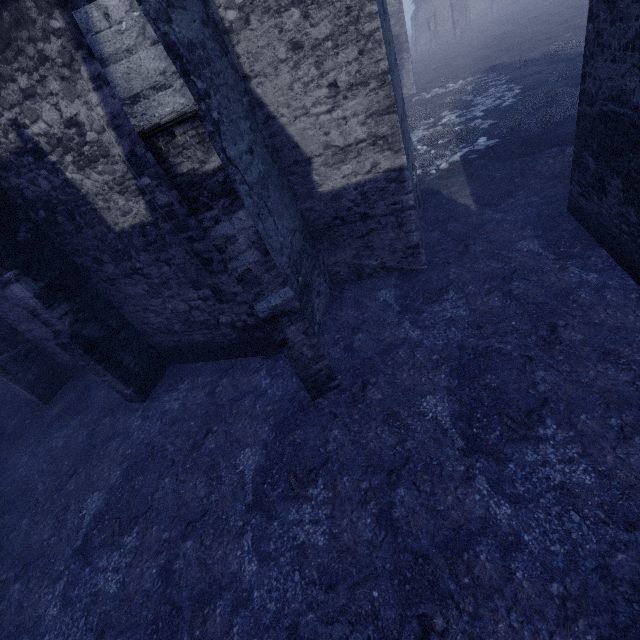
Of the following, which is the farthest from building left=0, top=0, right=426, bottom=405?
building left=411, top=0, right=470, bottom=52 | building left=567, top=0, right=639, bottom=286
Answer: building left=411, top=0, right=470, bottom=52

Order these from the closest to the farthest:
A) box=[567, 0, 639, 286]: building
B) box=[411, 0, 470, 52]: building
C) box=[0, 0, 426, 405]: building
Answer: box=[0, 0, 426, 405]: building → box=[567, 0, 639, 286]: building → box=[411, 0, 470, 52]: building

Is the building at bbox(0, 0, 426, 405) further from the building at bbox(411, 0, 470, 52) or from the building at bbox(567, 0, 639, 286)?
the building at bbox(411, 0, 470, 52)

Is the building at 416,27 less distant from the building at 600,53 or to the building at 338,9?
the building at 600,53

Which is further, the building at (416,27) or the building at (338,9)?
the building at (416,27)

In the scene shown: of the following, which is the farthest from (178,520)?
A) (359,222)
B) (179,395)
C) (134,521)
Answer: (359,222)
